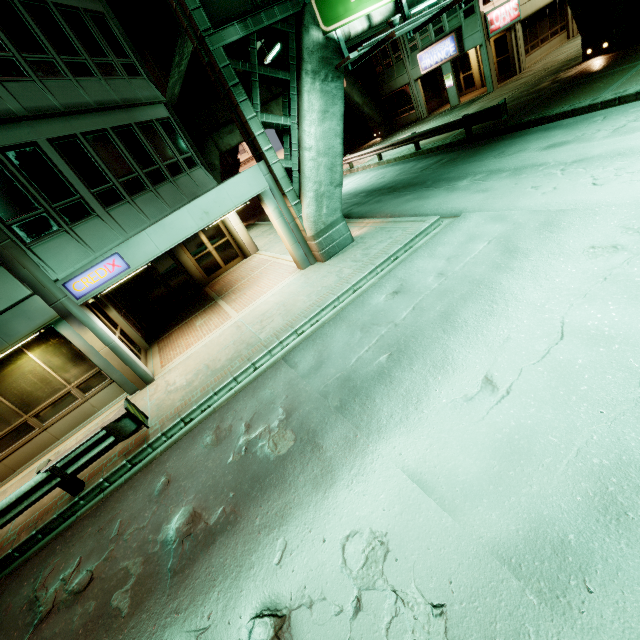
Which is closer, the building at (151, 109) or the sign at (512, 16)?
the building at (151, 109)

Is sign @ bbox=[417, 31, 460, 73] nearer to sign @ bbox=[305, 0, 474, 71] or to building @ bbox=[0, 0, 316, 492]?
sign @ bbox=[305, 0, 474, 71]

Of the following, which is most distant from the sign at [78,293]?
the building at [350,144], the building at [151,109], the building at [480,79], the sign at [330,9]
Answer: the building at [350,144]

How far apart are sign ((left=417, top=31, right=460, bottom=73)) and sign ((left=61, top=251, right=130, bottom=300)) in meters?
27.0

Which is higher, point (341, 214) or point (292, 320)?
point (341, 214)

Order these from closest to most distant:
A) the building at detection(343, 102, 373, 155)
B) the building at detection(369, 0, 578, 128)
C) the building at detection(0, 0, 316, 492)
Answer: the building at detection(0, 0, 316, 492)
the building at detection(369, 0, 578, 128)
the building at detection(343, 102, 373, 155)

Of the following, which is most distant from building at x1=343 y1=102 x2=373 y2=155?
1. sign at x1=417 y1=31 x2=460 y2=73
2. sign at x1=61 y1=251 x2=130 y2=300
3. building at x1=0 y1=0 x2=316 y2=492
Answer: sign at x1=61 y1=251 x2=130 y2=300

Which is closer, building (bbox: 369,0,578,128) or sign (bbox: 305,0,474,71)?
sign (bbox: 305,0,474,71)
